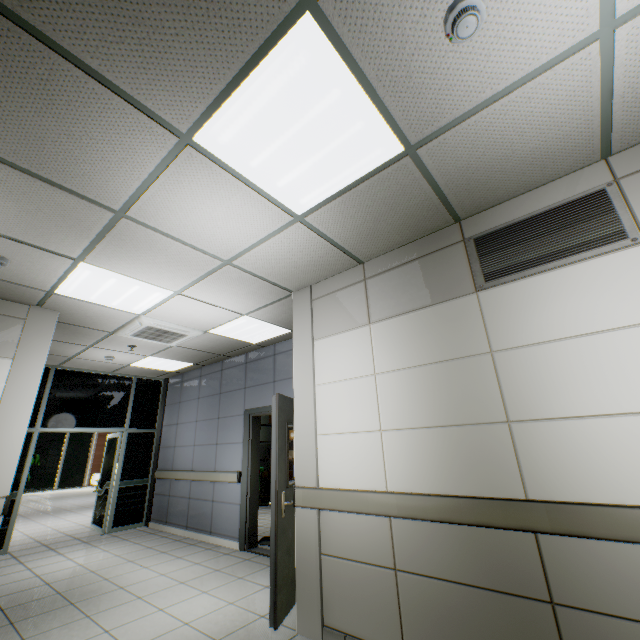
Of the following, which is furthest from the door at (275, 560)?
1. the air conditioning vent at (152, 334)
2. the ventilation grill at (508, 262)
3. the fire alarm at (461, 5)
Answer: the fire alarm at (461, 5)

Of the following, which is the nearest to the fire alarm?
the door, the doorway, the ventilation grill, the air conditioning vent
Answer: the ventilation grill

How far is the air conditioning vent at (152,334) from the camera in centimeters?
458cm

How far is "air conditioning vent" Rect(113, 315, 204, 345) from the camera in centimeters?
458cm

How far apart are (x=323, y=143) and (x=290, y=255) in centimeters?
130cm

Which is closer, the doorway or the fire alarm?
the fire alarm

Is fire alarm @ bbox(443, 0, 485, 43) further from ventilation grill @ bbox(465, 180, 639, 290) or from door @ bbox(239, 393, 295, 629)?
door @ bbox(239, 393, 295, 629)

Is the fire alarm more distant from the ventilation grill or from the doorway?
the doorway
